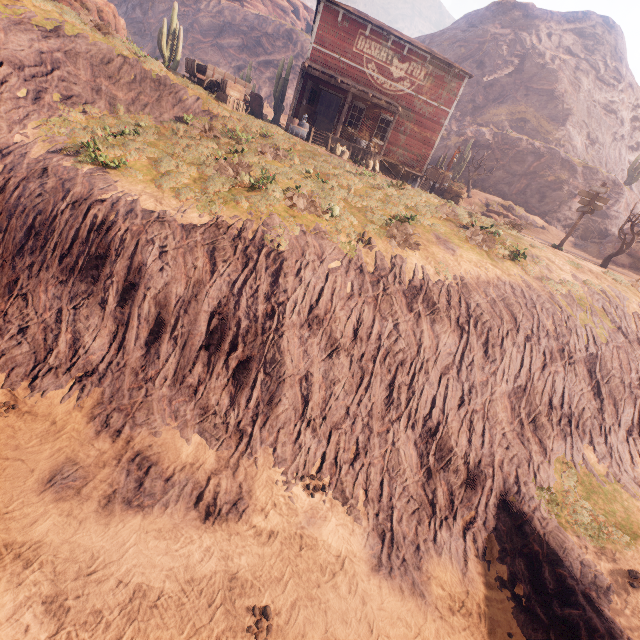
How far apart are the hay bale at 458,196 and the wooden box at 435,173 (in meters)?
0.28

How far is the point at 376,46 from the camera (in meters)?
19.47

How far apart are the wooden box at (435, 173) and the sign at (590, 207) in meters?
9.5 m

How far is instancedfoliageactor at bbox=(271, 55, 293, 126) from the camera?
24.9m

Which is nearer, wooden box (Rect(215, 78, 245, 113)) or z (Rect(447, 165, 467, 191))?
wooden box (Rect(215, 78, 245, 113))

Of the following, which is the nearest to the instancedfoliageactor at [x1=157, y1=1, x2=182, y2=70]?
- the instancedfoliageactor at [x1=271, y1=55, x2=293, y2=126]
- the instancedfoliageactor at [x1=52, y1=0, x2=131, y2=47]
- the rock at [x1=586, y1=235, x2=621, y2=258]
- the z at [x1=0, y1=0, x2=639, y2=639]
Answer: the instancedfoliageactor at [x1=52, y1=0, x2=131, y2=47]

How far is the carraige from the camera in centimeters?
1623cm

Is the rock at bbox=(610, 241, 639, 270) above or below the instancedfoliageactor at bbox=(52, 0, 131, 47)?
below
